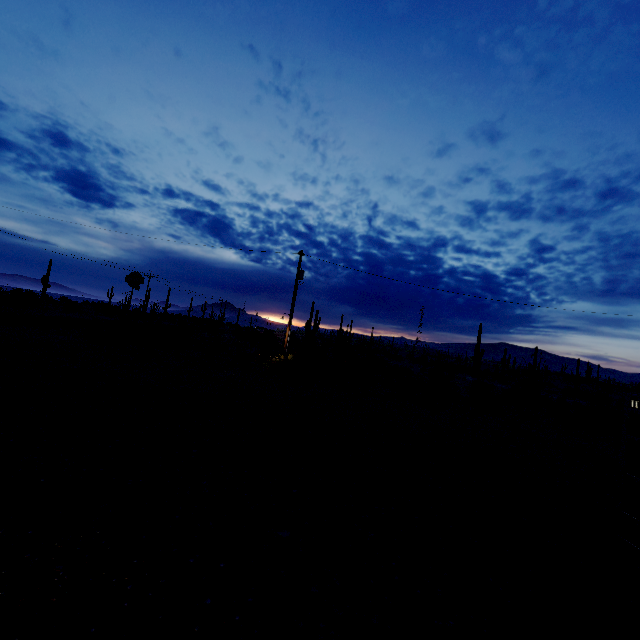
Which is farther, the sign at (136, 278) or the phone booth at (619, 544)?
the sign at (136, 278)

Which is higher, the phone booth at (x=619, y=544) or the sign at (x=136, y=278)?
the sign at (x=136, y=278)

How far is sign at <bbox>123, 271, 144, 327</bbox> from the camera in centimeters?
2286cm

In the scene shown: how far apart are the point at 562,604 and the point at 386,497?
2.69m

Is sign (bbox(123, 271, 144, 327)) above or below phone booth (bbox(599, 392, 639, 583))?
above

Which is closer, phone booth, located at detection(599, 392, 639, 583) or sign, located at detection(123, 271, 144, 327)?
phone booth, located at detection(599, 392, 639, 583)
